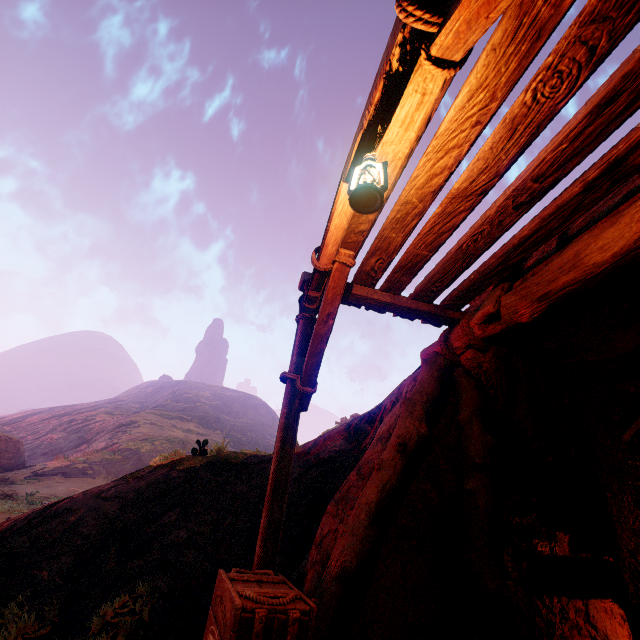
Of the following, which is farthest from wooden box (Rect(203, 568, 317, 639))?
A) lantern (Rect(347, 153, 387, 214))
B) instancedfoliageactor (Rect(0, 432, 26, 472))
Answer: instancedfoliageactor (Rect(0, 432, 26, 472))

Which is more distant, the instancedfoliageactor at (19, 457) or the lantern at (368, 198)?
the instancedfoliageactor at (19, 457)

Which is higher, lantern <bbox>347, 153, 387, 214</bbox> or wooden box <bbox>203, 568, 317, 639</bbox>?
lantern <bbox>347, 153, 387, 214</bbox>

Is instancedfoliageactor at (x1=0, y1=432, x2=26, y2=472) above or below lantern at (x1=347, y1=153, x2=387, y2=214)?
below

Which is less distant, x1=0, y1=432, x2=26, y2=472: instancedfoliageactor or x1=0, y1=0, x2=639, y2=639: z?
x1=0, y1=0, x2=639, y2=639: z

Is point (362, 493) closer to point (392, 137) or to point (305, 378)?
point (305, 378)

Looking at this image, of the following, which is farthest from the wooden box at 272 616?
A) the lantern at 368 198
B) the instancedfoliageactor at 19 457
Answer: the instancedfoliageactor at 19 457

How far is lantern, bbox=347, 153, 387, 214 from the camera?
2.08m
